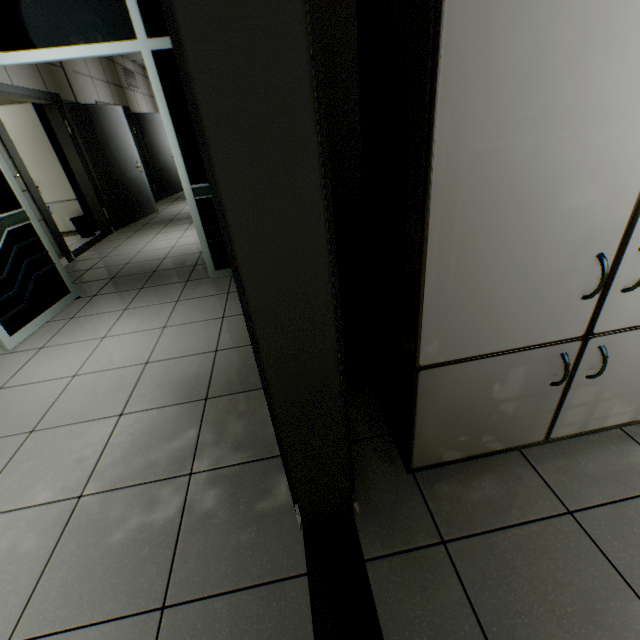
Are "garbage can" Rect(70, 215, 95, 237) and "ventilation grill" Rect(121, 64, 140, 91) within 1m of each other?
no

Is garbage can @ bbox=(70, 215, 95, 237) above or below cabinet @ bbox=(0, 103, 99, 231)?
below

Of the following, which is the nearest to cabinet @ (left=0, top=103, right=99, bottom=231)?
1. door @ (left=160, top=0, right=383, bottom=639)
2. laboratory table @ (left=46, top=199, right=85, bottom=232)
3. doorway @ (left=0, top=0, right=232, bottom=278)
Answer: laboratory table @ (left=46, top=199, right=85, bottom=232)

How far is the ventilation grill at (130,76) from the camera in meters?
8.0

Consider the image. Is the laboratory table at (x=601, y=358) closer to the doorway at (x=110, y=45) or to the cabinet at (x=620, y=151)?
the cabinet at (x=620, y=151)

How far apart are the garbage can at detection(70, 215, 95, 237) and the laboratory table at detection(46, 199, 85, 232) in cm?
5

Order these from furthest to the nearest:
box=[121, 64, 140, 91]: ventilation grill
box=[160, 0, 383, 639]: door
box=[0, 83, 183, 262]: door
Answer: box=[121, 64, 140, 91]: ventilation grill < box=[0, 83, 183, 262]: door < box=[160, 0, 383, 639]: door

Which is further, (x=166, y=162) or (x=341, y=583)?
(x=166, y=162)
